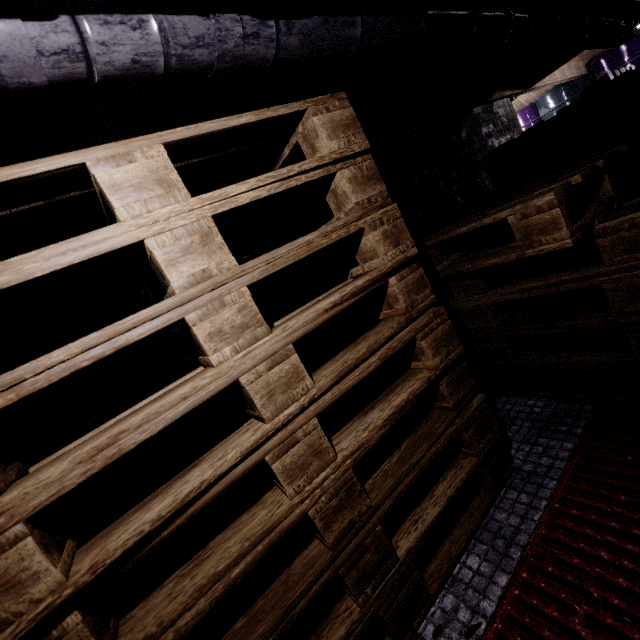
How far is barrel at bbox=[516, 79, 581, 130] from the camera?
6.2 meters

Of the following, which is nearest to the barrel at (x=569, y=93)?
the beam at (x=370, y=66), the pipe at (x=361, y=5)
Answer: the pipe at (x=361, y=5)

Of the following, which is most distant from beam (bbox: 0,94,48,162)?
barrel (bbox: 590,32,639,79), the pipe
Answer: barrel (bbox: 590,32,639,79)

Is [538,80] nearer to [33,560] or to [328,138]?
[328,138]

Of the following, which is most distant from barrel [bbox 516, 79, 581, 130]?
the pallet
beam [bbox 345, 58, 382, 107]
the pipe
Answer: the pallet

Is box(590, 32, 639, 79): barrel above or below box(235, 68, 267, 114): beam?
below

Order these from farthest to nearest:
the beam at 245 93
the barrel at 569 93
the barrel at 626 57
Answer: the barrel at 569 93, the barrel at 626 57, the beam at 245 93
